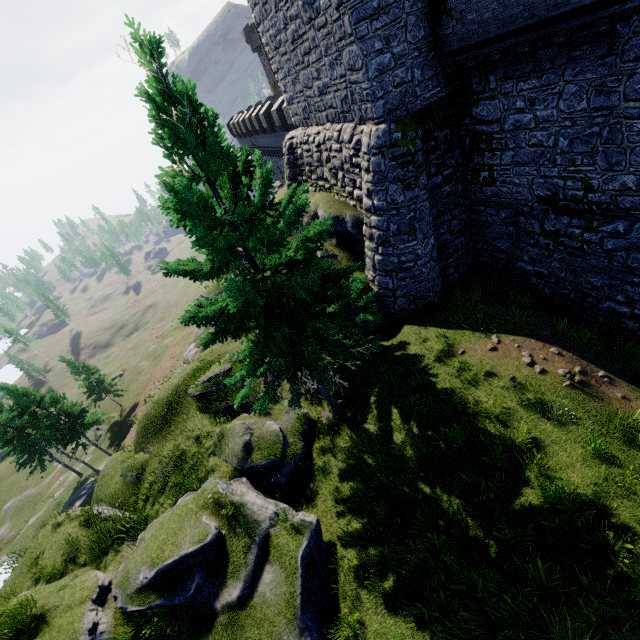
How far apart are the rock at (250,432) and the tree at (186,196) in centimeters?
655cm

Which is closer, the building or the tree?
the tree

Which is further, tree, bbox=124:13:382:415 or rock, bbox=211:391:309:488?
rock, bbox=211:391:309:488

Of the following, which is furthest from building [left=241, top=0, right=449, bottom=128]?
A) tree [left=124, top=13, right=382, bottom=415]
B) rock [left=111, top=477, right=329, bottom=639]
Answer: rock [left=111, top=477, right=329, bottom=639]

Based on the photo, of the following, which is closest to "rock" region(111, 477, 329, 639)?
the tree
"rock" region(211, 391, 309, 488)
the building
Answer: "rock" region(211, 391, 309, 488)

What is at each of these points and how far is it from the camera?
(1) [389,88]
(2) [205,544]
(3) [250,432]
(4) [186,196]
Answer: (1) building, 12.02m
(2) rock, 8.99m
(3) rock, 12.66m
(4) tree, 6.62m

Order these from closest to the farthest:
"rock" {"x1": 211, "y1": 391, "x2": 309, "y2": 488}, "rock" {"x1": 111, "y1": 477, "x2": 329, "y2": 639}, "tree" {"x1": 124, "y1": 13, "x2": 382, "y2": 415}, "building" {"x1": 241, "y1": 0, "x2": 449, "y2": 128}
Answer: "tree" {"x1": 124, "y1": 13, "x2": 382, "y2": 415} < "rock" {"x1": 111, "y1": 477, "x2": 329, "y2": 639} < "building" {"x1": 241, "y1": 0, "x2": 449, "y2": 128} < "rock" {"x1": 211, "y1": 391, "x2": 309, "y2": 488}

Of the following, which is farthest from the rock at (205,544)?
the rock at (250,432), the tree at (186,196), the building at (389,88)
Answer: the building at (389,88)
